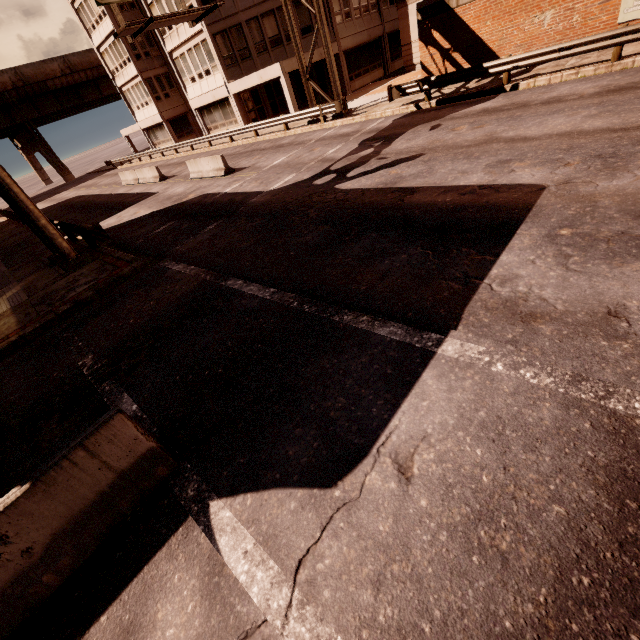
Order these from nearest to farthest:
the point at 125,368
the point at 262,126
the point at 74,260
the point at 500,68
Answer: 1. the point at 125,368
2. the point at 74,260
3. the point at 500,68
4. the point at 262,126

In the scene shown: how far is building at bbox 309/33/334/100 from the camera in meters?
25.0 m

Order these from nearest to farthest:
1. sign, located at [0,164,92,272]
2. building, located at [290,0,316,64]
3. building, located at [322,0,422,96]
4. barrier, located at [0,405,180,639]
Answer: barrier, located at [0,405,180,639] < sign, located at [0,164,92,272] < building, located at [290,0,316,64] < building, located at [322,0,422,96]

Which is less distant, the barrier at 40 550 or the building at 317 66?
the barrier at 40 550

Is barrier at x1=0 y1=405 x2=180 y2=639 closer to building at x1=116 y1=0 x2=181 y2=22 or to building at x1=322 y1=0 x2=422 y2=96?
building at x1=116 y1=0 x2=181 y2=22

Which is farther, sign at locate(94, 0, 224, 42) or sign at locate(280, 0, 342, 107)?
sign at locate(280, 0, 342, 107)

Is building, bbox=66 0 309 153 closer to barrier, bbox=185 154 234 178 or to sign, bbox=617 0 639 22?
barrier, bbox=185 154 234 178

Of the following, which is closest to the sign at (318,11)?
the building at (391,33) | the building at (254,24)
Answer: the building at (254,24)
